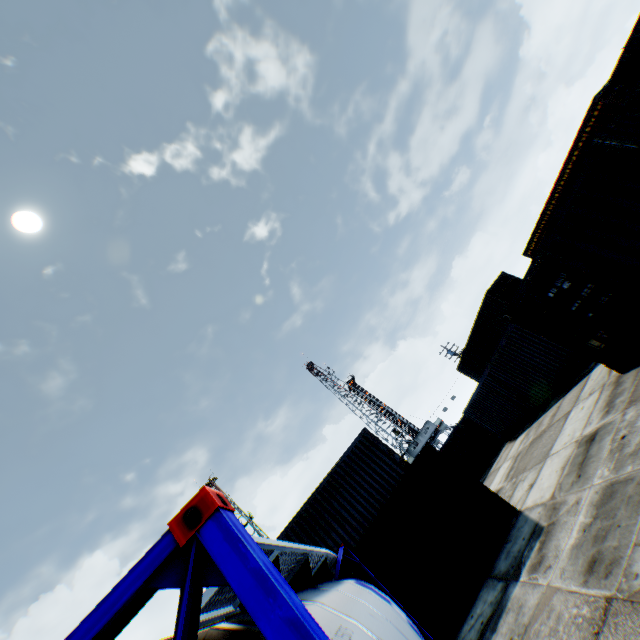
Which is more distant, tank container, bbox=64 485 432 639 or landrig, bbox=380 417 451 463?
landrig, bbox=380 417 451 463

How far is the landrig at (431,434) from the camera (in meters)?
53.03

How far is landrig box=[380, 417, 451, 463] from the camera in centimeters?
5303cm

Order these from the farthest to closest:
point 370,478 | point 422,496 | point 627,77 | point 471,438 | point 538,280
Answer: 1. point 471,438
2. point 627,77
3. point 370,478
4. point 422,496
5. point 538,280

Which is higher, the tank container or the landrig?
the landrig

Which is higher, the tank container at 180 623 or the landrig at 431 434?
the landrig at 431 434
